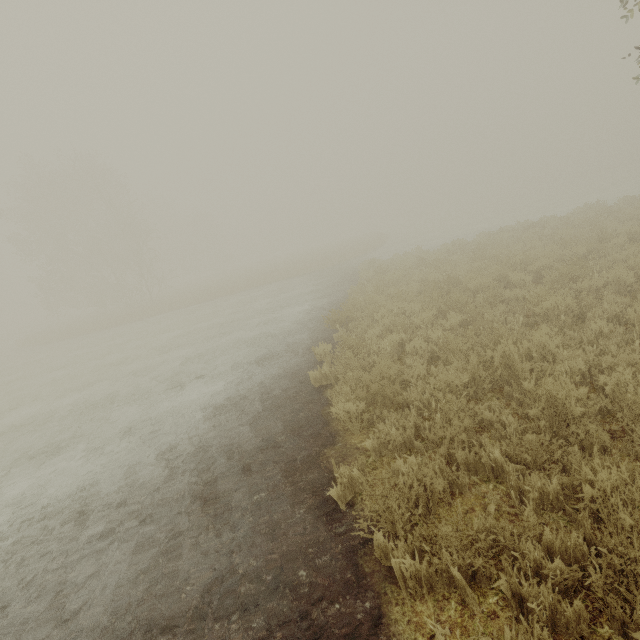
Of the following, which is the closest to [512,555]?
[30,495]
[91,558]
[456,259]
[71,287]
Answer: [91,558]
